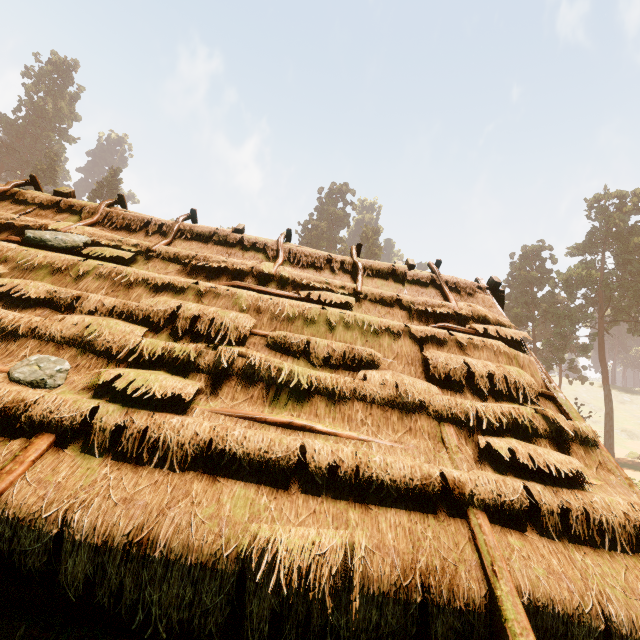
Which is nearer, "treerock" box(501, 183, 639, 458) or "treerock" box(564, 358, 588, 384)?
"treerock" box(501, 183, 639, 458)

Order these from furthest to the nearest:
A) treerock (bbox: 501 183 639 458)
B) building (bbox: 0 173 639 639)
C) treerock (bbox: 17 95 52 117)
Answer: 1. treerock (bbox: 17 95 52 117)
2. treerock (bbox: 501 183 639 458)
3. building (bbox: 0 173 639 639)

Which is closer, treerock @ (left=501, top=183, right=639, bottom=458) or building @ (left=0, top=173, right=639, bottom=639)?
building @ (left=0, top=173, right=639, bottom=639)

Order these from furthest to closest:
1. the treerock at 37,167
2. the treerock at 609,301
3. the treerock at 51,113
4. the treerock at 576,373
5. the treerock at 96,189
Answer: the treerock at 51,113 → the treerock at 37,167 → the treerock at 96,189 → the treerock at 576,373 → the treerock at 609,301

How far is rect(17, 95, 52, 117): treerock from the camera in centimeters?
5631cm

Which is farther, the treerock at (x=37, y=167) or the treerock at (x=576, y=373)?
the treerock at (x=37, y=167)

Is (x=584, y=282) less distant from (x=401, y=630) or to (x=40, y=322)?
(x=401, y=630)
